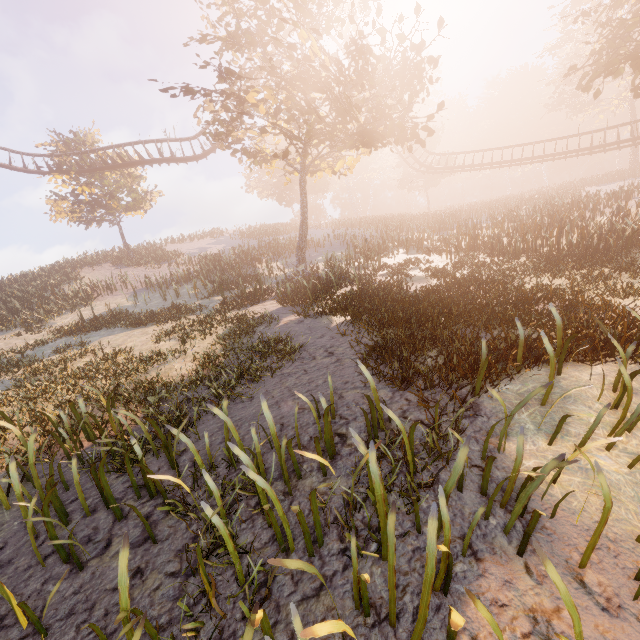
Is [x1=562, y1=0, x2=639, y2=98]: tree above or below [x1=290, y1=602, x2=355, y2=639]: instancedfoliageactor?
above

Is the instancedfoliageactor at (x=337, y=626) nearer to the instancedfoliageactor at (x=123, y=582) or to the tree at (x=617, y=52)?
the instancedfoliageactor at (x=123, y=582)

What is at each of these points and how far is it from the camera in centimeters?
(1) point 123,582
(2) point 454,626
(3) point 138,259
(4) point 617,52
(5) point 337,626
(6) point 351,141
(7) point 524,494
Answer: (1) instancedfoliageactor, 218cm
(2) instancedfoliageactor, 155cm
(3) instancedfoliageactor, 3088cm
(4) tree, 1706cm
(5) instancedfoliageactor, 174cm
(6) tree, 1495cm
(7) instancedfoliageactor, 282cm

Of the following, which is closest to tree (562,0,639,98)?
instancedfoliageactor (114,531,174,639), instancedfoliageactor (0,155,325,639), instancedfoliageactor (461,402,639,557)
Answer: instancedfoliageactor (461,402,639,557)

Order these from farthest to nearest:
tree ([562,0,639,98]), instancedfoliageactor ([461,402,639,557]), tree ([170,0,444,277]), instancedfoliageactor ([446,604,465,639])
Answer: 1. tree ([562,0,639,98])
2. tree ([170,0,444,277])
3. instancedfoliageactor ([461,402,639,557])
4. instancedfoliageactor ([446,604,465,639])

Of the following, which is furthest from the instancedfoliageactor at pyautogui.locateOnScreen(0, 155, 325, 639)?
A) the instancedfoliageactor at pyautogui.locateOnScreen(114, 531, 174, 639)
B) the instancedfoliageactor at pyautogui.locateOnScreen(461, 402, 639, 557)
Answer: the instancedfoliageactor at pyautogui.locateOnScreen(461, 402, 639, 557)

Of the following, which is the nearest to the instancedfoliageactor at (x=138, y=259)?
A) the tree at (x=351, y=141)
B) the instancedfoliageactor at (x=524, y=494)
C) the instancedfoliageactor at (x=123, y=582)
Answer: the instancedfoliageactor at (x=123, y=582)

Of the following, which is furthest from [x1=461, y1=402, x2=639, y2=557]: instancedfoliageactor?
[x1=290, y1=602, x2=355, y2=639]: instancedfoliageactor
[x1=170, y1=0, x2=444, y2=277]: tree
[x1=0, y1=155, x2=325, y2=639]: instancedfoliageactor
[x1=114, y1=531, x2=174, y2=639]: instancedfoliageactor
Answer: [x1=170, y1=0, x2=444, y2=277]: tree
